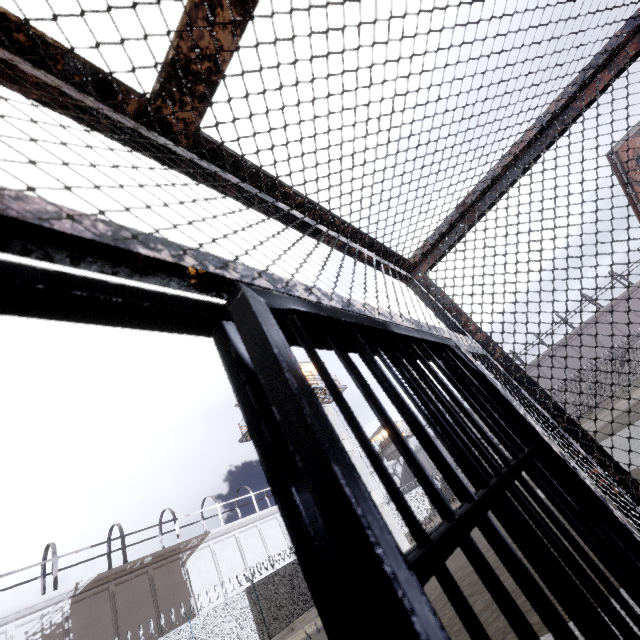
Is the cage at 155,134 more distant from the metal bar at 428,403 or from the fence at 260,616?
the fence at 260,616

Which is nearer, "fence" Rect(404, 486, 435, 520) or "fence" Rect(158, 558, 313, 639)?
"fence" Rect(158, 558, 313, 639)

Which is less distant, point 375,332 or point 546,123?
point 375,332

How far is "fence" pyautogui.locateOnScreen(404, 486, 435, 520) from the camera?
33.7 meters

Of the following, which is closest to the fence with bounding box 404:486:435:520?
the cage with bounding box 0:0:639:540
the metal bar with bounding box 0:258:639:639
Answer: the cage with bounding box 0:0:639:540

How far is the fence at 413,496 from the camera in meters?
33.7
